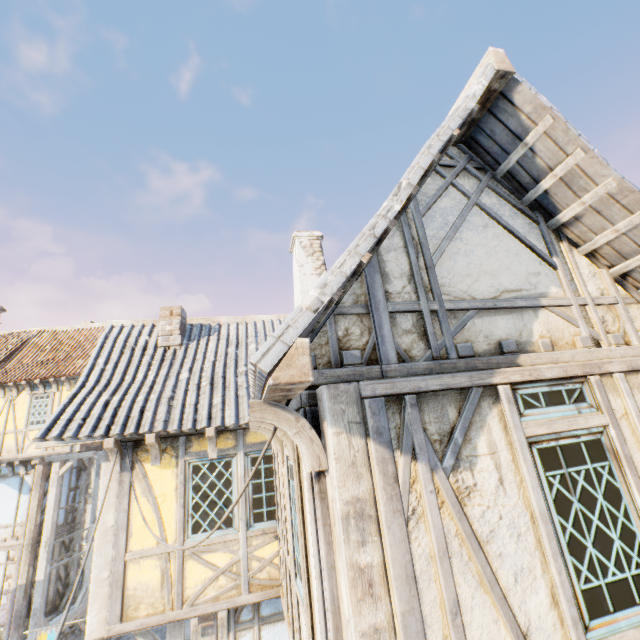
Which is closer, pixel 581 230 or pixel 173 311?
pixel 581 230

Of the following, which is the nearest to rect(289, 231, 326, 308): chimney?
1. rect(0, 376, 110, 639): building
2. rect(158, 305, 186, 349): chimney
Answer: rect(158, 305, 186, 349): chimney

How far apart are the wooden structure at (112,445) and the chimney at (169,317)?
2.62m

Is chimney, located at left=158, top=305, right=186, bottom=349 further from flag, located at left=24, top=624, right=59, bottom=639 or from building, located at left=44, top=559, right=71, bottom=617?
building, located at left=44, top=559, right=71, bottom=617

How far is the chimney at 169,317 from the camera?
7.95m

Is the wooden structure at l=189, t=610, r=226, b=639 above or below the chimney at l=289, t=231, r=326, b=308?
below

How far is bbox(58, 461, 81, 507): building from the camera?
13.9m

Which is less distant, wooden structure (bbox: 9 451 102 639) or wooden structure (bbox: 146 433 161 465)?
wooden structure (bbox: 146 433 161 465)
